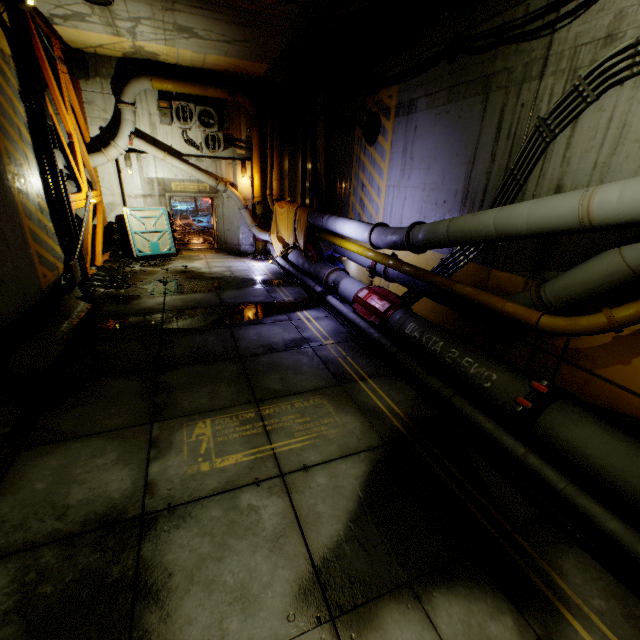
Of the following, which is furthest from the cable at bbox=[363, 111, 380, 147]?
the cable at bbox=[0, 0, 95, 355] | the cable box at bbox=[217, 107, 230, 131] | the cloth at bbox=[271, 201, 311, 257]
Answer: the cable at bbox=[0, 0, 95, 355]

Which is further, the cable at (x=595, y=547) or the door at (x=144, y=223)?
the door at (x=144, y=223)

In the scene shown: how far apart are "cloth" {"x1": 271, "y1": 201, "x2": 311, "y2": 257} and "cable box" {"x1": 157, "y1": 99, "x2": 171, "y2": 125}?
4.92m

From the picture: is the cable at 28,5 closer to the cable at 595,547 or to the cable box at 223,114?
the cable box at 223,114

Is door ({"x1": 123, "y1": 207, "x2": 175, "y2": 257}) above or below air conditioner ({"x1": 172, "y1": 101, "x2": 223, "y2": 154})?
below

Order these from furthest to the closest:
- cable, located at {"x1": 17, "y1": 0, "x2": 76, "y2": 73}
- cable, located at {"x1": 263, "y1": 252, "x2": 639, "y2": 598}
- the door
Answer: the door < cable, located at {"x1": 17, "y1": 0, "x2": 76, "y2": 73} < cable, located at {"x1": 263, "y1": 252, "x2": 639, "y2": 598}

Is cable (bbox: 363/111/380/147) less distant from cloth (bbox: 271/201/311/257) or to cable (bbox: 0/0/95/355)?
cloth (bbox: 271/201/311/257)

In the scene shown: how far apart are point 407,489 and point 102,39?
14.9m
